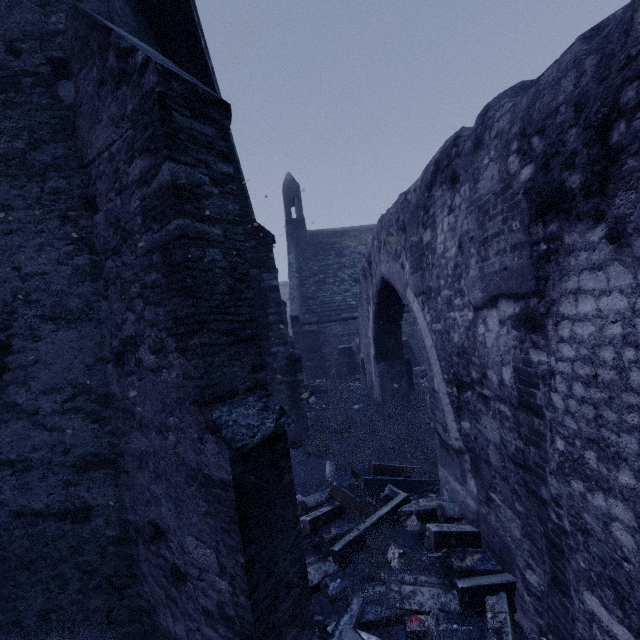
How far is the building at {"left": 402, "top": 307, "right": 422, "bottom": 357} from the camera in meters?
16.3

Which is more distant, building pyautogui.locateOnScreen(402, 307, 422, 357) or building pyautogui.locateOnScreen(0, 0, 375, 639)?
building pyautogui.locateOnScreen(402, 307, 422, 357)

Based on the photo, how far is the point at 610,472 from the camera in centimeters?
173cm

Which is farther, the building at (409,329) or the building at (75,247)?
the building at (409,329)

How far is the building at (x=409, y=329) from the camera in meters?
16.3

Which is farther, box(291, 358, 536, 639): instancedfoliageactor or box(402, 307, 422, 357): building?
box(402, 307, 422, 357): building

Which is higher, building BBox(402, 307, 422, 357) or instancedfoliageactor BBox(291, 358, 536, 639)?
building BBox(402, 307, 422, 357)
